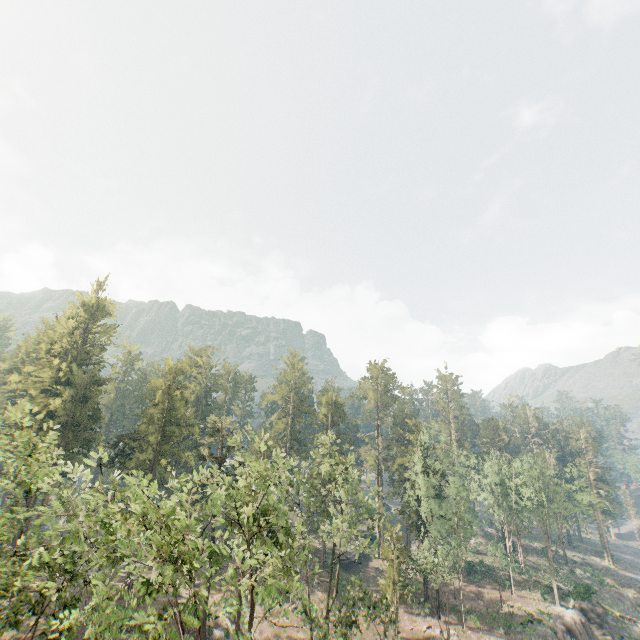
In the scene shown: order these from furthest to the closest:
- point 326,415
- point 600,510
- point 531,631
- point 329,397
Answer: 1. point 329,397
2. point 326,415
3. point 600,510
4. point 531,631

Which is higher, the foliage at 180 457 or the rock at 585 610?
the foliage at 180 457

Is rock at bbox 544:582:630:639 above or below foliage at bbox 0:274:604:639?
below

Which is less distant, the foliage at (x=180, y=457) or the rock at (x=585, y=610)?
the foliage at (x=180, y=457)

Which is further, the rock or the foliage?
the rock
